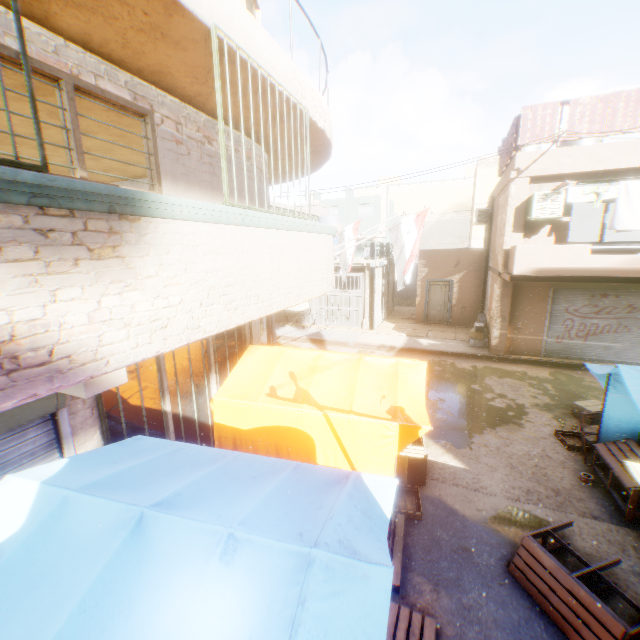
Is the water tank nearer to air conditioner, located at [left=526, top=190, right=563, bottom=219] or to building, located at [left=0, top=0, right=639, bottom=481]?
building, located at [left=0, top=0, right=639, bottom=481]

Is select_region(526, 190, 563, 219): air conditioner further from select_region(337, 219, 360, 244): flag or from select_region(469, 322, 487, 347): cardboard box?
select_region(469, 322, 487, 347): cardboard box

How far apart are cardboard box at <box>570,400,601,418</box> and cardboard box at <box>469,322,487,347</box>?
4.76m

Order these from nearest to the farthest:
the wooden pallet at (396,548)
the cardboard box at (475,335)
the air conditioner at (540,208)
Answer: the wooden pallet at (396,548), the air conditioner at (540,208), the cardboard box at (475,335)

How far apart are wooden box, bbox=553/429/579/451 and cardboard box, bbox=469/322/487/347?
6.4m

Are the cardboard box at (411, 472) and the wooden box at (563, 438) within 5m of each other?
yes

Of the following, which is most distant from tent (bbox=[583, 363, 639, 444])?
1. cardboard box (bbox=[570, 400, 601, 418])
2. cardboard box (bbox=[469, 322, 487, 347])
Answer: cardboard box (bbox=[469, 322, 487, 347])

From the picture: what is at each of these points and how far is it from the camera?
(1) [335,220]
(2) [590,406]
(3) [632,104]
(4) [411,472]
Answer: (1) water tank, 20.88m
(2) cardboard box, 8.30m
(3) wooden shield, 9.32m
(4) cardboard box, 6.07m
